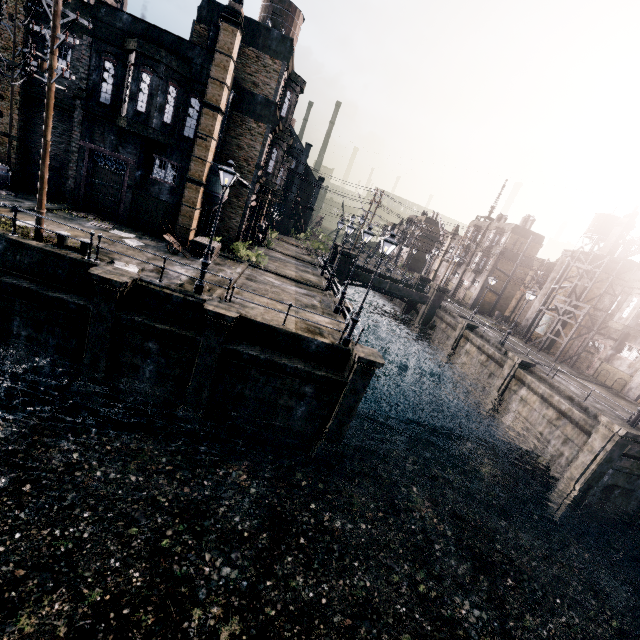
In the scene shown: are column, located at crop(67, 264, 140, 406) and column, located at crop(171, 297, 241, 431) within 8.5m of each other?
yes

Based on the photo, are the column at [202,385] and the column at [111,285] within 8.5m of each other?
yes

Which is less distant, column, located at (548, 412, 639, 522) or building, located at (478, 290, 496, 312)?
column, located at (548, 412, 639, 522)

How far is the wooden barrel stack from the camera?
36.2 meters

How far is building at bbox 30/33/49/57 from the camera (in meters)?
18.67

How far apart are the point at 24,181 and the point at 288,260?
21.30m

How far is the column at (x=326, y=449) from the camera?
15.1m

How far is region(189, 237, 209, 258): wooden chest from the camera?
21.1 meters
